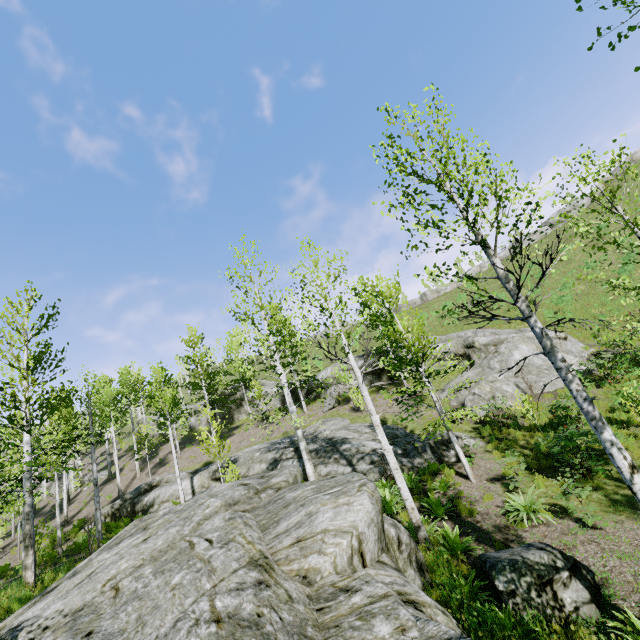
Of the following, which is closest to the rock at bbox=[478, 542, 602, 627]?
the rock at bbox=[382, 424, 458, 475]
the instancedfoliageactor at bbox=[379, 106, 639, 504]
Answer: the instancedfoliageactor at bbox=[379, 106, 639, 504]

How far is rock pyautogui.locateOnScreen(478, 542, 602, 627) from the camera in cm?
505

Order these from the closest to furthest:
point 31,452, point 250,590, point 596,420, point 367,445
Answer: point 250,590 < point 596,420 < point 31,452 < point 367,445

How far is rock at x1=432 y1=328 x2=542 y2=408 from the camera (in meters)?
17.69

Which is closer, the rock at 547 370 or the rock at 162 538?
the rock at 162 538

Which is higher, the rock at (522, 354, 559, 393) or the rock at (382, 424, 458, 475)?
the rock at (522, 354, 559, 393)

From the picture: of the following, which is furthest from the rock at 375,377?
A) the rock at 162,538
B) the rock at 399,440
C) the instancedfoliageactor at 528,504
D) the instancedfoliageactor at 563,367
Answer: the rock at 162,538

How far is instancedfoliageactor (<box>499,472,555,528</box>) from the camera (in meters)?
8.16
